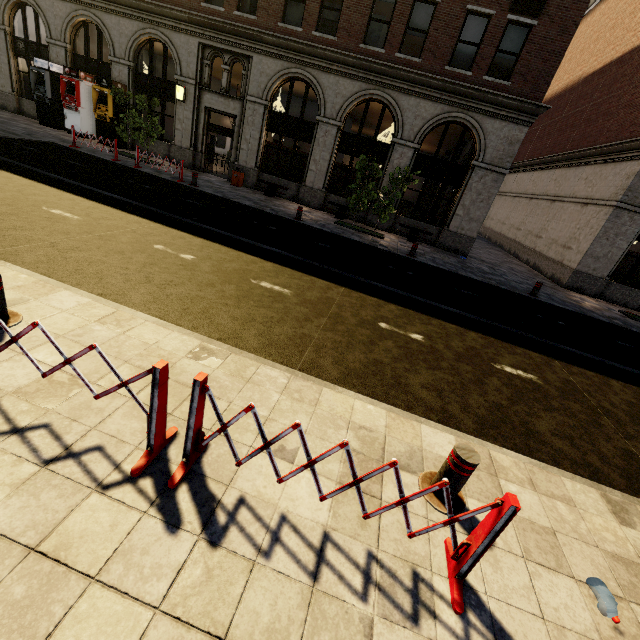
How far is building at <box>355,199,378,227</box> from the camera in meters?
17.2

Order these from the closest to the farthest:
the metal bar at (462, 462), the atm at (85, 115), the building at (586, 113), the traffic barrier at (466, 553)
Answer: the traffic barrier at (466, 553) → the metal bar at (462, 462) → the building at (586, 113) → the atm at (85, 115)

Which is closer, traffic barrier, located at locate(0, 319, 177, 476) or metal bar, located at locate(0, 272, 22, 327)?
traffic barrier, located at locate(0, 319, 177, 476)

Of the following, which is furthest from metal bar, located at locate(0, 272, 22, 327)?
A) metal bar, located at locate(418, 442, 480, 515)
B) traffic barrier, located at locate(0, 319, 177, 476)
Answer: metal bar, located at locate(418, 442, 480, 515)

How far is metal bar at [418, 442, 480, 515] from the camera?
2.8m

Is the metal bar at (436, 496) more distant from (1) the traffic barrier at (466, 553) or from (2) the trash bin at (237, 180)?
(2) the trash bin at (237, 180)

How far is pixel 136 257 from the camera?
6.0m

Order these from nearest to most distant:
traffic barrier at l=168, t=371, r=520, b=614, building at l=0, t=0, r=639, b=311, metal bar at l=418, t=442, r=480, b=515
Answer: traffic barrier at l=168, t=371, r=520, b=614 < metal bar at l=418, t=442, r=480, b=515 < building at l=0, t=0, r=639, b=311
